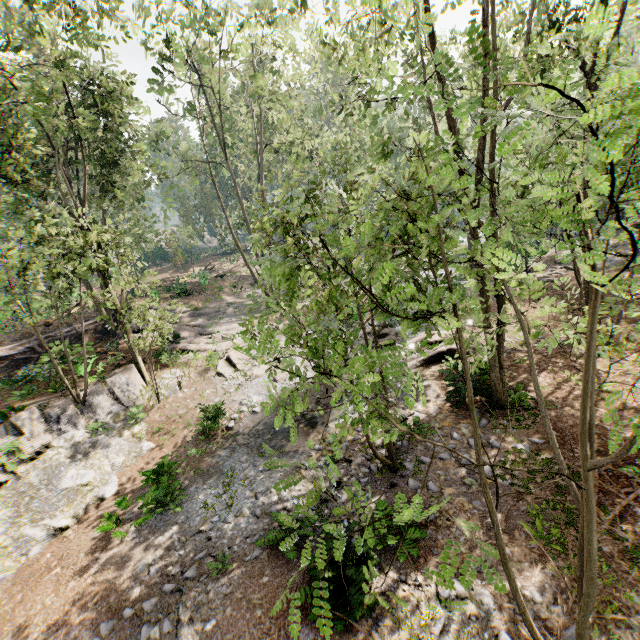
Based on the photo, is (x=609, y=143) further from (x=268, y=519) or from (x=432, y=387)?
(x=432, y=387)

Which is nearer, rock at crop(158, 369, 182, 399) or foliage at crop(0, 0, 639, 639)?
foliage at crop(0, 0, 639, 639)

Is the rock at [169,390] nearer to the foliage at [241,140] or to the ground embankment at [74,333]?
the foliage at [241,140]

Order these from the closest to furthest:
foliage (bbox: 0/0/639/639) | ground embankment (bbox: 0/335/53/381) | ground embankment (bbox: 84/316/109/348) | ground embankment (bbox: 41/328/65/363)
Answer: foliage (bbox: 0/0/639/639) < ground embankment (bbox: 41/328/65/363) < ground embankment (bbox: 0/335/53/381) < ground embankment (bbox: 84/316/109/348)

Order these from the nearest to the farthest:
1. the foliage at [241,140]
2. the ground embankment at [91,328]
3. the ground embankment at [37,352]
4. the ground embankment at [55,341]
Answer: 1. the foliage at [241,140]
2. the ground embankment at [55,341]
3. the ground embankment at [37,352]
4. the ground embankment at [91,328]

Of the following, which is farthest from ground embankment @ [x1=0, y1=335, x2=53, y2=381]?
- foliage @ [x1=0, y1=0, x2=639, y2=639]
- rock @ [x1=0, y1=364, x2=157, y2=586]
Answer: rock @ [x1=0, y1=364, x2=157, y2=586]

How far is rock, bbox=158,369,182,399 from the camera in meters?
17.4
